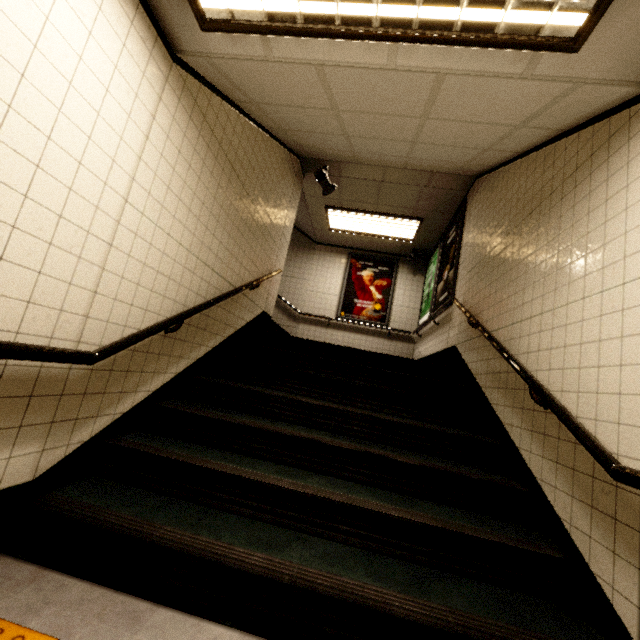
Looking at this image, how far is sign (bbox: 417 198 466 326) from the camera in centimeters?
511cm

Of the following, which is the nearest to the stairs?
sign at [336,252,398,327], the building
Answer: the building

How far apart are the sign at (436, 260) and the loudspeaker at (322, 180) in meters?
2.2

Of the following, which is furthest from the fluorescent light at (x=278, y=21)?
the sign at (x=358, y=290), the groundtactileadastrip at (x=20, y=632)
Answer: the sign at (x=358, y=290)

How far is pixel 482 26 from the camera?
1.57m

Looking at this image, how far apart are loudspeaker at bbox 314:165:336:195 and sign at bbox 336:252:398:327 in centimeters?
277cm

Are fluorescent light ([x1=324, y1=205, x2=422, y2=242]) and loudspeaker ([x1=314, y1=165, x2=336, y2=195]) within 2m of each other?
yes

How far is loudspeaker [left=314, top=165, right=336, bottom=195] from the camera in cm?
534
